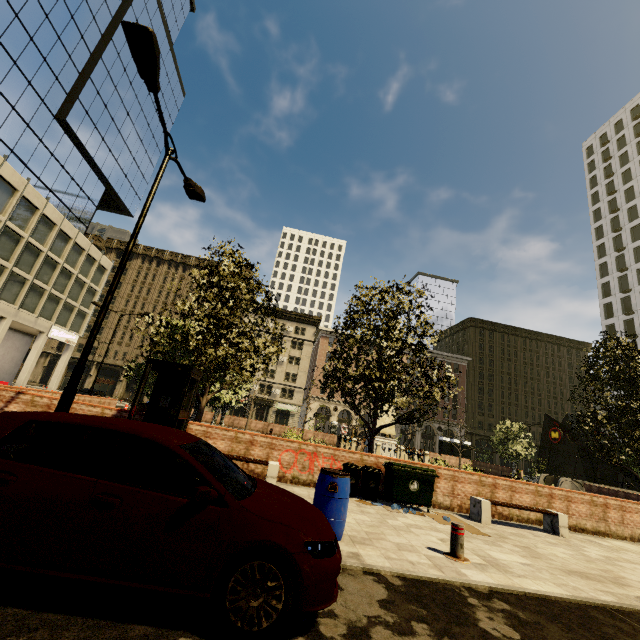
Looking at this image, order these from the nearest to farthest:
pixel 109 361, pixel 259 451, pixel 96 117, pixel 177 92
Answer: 1. pixel 259 451
2. pixel 96 117
3. pixel 177 92
4. pixel 109 361

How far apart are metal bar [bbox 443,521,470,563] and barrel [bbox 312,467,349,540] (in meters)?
1.86

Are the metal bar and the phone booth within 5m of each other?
no

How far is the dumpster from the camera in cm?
912

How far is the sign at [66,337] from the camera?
33.5 meters

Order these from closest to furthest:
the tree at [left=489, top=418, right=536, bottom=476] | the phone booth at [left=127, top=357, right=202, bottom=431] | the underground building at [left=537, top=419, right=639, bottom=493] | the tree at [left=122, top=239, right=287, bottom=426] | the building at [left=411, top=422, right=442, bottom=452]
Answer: the phone booth at [left=127, top=357, right=202, bottom=431] → the tree at [left=122, top=239, right=287, bottom=426] → the underground building at [left=537, top=419, right=639, bottom=493] → the tree at [left=489, top=418, right=536, bottom=476] → the building at [left=411, top=422, right=442, bottom=452]

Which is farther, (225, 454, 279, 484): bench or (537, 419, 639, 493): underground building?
(537, 419, 639, 493): underground building

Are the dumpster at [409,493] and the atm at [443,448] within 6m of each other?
no
